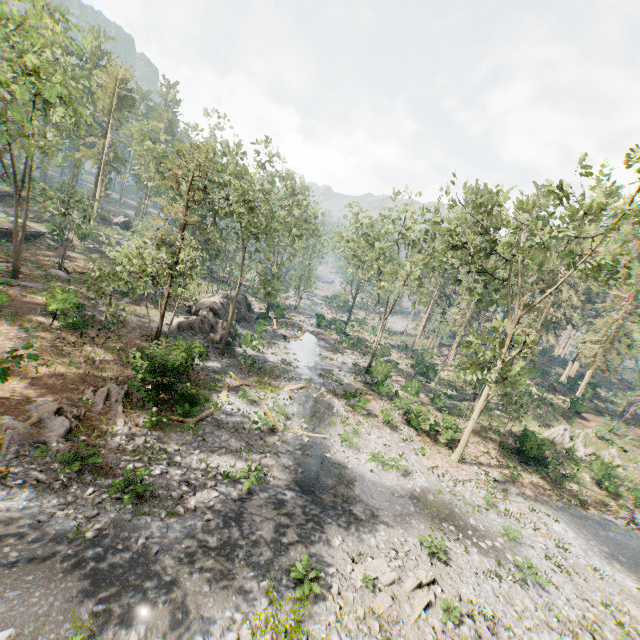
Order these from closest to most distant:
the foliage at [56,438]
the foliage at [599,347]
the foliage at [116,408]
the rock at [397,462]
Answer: the foliage at [56,438] → the foliage at [116,408] → the foliage at [599,347] → the rock at [397,462]

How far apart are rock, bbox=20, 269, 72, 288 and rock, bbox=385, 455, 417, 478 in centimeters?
3269cm

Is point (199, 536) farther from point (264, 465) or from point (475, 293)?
point (475, 293)

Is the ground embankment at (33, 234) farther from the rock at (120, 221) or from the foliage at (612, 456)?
the rock at (120, 221)

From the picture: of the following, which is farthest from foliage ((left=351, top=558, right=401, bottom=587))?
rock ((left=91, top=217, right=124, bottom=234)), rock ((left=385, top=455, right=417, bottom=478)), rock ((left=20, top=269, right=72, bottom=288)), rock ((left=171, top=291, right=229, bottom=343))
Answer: rock ((left=385, top=455, right=417, bottom=478))

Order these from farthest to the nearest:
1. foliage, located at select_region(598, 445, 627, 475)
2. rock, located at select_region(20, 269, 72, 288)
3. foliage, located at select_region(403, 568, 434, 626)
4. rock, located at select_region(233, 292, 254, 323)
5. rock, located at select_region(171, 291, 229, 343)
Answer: rock, located at select_region(233, 292, 254, 323) < foliage, located at select_region(598, 445, 627, 475) < rock, located at select_region(171, 291, 229, 343) < rock, located at select_region(20, 269, 72, 288) < foliage, located at select_region(403, 568, 434, 626)

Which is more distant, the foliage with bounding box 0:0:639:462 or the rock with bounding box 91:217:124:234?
the rock with bounding box 91:217:124:234

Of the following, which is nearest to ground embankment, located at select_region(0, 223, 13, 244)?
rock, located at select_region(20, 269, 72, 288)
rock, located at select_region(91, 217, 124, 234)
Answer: rock, located at select_region(91, 217, 124, 234)
